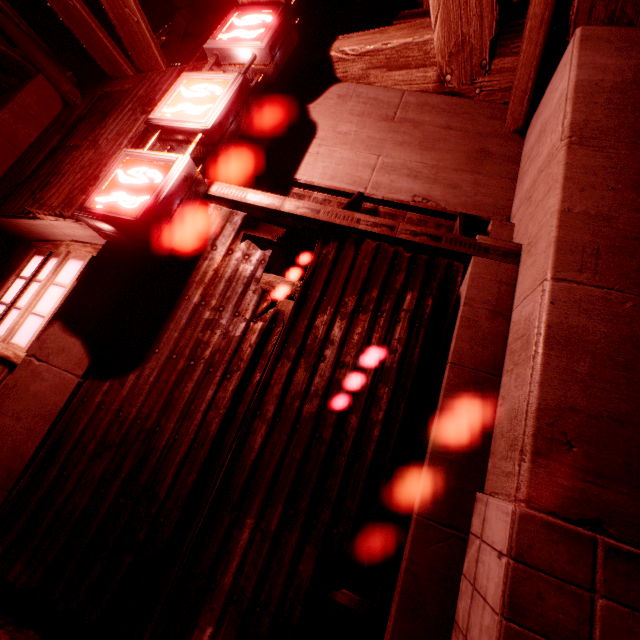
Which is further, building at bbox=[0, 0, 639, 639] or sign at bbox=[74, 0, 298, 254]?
sign at bbox=[74, 0, 298, 254]

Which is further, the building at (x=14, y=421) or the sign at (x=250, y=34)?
the sign at (x=250, y=34)

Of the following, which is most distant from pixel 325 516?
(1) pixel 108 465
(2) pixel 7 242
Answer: (2) pixel 7 242
